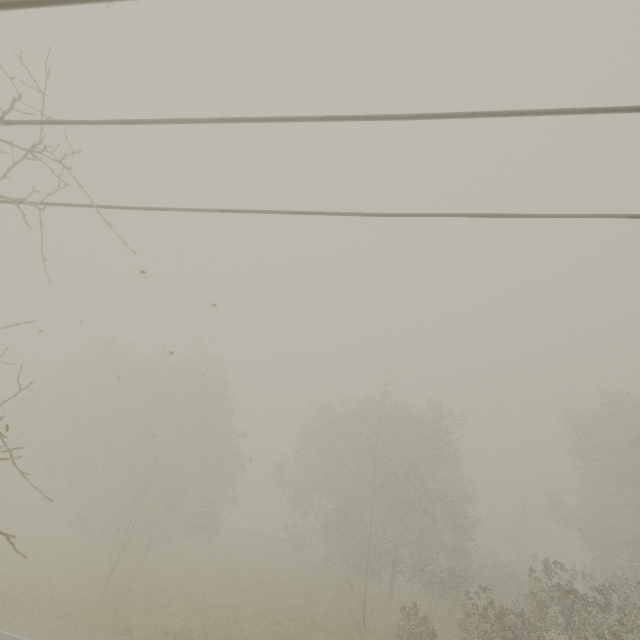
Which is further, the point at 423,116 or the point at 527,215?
the point at 527,215
